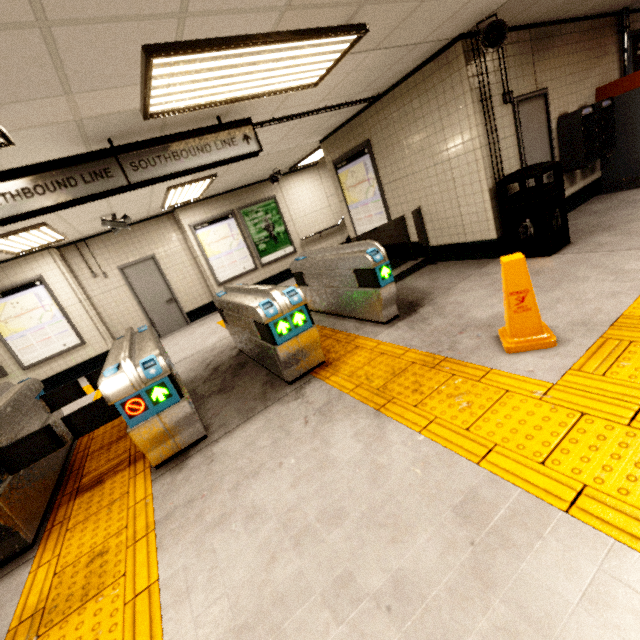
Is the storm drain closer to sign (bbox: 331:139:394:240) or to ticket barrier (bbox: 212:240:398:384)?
sign (bbox: 331:139:394:240)

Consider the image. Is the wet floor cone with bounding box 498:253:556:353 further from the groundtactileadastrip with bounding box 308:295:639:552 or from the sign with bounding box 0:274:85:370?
the sign with bounding box 0:274:85:370

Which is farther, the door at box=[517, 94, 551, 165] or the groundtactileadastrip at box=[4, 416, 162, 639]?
the door at box=[517, 94, 551, 165]

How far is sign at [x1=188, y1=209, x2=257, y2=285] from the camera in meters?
8.7 m

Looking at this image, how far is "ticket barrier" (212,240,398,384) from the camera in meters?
3.4 m

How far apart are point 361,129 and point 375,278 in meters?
3.7 m

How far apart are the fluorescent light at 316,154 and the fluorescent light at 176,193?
2.7 meters

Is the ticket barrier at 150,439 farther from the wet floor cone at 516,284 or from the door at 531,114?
the door at 531,114
